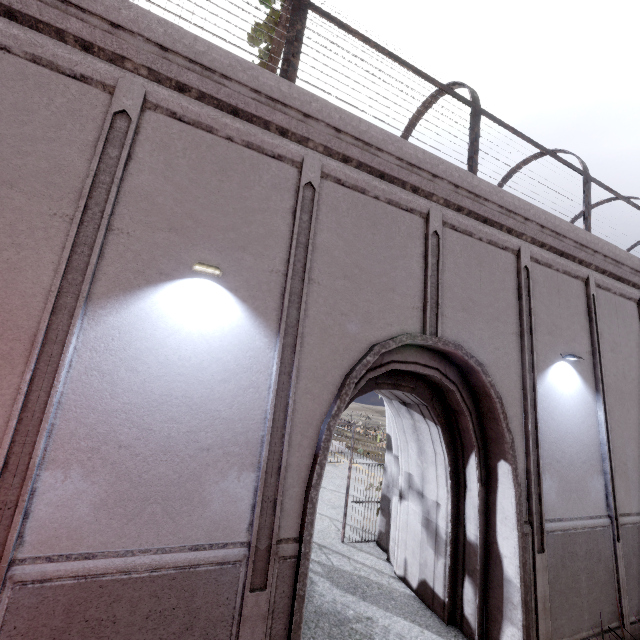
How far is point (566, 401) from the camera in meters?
6.7 m
